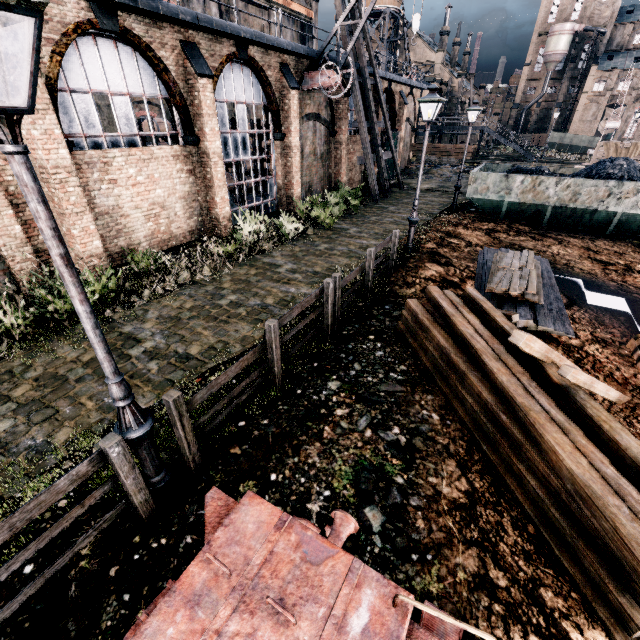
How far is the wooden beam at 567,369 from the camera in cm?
455

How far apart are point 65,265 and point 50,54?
10.75m

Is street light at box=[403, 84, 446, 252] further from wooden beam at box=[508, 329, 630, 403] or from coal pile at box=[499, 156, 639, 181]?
coal pile at box=[499, 156, 639, 181]

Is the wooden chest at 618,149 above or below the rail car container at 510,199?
above

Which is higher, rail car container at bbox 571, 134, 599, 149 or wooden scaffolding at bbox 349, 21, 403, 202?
wooden scaffolding at bbox 349, 21, 403, 202

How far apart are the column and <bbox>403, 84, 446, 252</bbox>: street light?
21.20m

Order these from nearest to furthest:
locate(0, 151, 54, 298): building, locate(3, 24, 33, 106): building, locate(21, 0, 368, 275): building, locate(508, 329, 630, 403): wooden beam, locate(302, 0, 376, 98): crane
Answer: locate(508, 329, 630, 403): wooden beam, locate(3, 24, 33, 106): building, locate(0, 151, 54, 298): building, locate(21, 0, 368, 275): building, locate(302, 0, 376, 98): crane

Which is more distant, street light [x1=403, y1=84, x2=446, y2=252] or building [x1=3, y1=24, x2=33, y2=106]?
street light [x1=403, y1=84, x2=446, y2=252]
